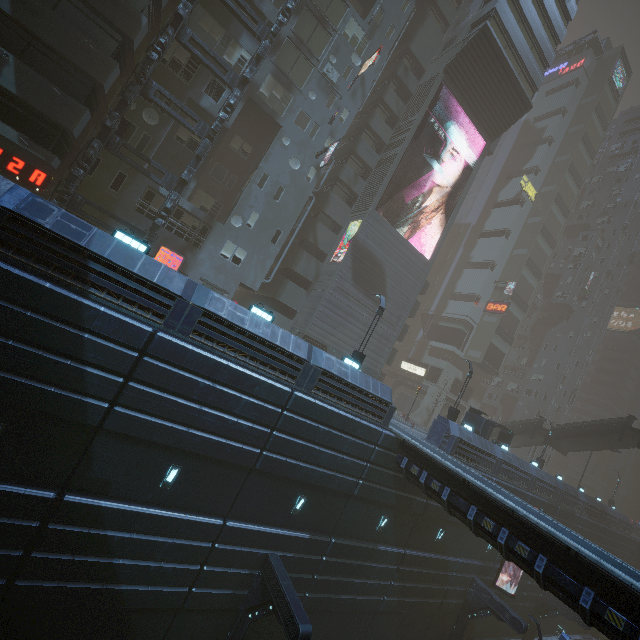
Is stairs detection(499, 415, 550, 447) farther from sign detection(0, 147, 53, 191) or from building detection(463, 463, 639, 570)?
sign detection(0, 147, 53, 191)

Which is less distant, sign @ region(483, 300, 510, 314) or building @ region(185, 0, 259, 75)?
building @ region(185, 0, 259, 75)

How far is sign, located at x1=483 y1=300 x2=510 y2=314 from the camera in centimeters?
4789cm

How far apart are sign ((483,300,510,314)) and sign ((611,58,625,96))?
43.6 meters

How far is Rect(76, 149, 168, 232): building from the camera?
19.6 meters

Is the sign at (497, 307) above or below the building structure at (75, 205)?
above

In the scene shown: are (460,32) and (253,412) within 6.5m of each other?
no

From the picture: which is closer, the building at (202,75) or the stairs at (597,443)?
the building at (202,75)
